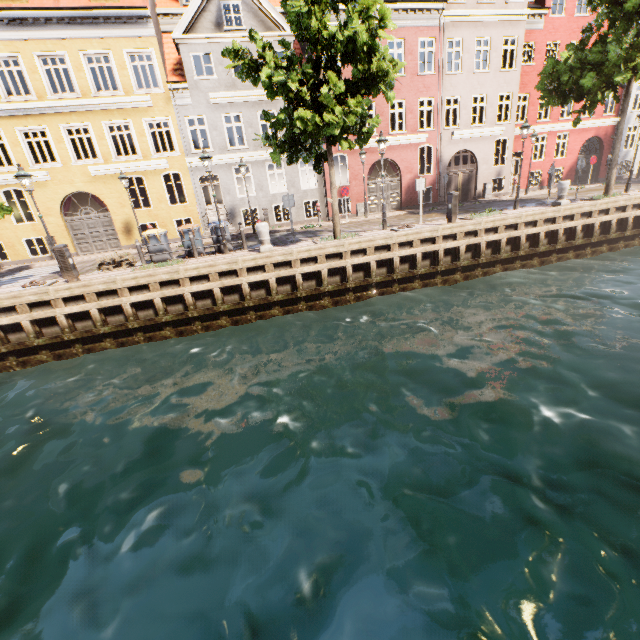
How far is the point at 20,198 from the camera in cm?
2219

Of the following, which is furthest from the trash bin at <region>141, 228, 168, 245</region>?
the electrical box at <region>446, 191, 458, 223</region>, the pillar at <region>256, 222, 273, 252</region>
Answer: the electrical box at <region>446, 191, 458, 223</region>

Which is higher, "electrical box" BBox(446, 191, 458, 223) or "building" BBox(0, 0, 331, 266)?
"building" BBox(0, 0, 331, 266)

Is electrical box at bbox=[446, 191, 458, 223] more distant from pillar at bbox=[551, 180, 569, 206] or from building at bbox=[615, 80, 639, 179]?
building at bbox=[615, 80, 639, 179]

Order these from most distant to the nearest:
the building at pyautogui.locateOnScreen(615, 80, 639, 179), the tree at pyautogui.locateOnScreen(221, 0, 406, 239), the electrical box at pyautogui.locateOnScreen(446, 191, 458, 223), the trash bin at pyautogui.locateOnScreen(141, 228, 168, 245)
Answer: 1. the building at pyautogui.locateOnScreen(615, 80, 639, 179)
2. the electrical box at pyautogui.locateOnScreen(446, 191, 458, 223)
3. the trash bin at pyautogui.locateOnScreen(141, 228, 168, 245)
4. the tree at pyautogui.locateOnScreen(221, 0, 406, 239)

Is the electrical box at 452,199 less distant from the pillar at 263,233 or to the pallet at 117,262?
the pillar at 263,233

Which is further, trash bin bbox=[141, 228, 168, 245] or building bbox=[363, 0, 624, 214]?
building bbox=[363, 0, 624, 214]

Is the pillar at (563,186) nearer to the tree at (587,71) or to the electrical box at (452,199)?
the tree at (587,71)
